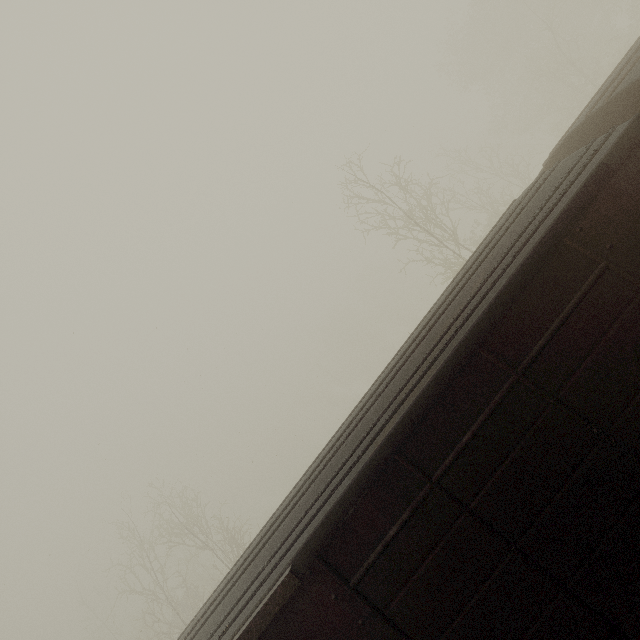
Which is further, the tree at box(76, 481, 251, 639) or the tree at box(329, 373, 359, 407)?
the tree at box(329, 373, 359, 407)

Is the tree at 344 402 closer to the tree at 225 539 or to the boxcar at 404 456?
the tree at 225 539

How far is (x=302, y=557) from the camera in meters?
3.2

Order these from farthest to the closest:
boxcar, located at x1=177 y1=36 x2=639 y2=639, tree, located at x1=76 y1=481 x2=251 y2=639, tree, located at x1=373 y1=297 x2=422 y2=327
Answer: tree, located at x1=373 y1=297 x2=422 y2=327 → tree, located at x1=76 y1=481 x2=251 y2=639 → boxcar, located at x1=177 y1=36 x2=639 y2=639

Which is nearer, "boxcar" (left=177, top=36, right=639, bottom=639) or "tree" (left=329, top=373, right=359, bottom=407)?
"boxcar" (left=177, top=36, right=639, bottom=639)

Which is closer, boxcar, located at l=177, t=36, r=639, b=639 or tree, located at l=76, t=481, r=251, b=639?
boxcar, located at l=177, t=36, r=639, b=639

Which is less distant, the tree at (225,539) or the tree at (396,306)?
the tree at (225,539)

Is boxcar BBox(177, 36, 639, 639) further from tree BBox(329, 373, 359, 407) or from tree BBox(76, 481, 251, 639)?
tree BBox(329, 373, 359, 407)
